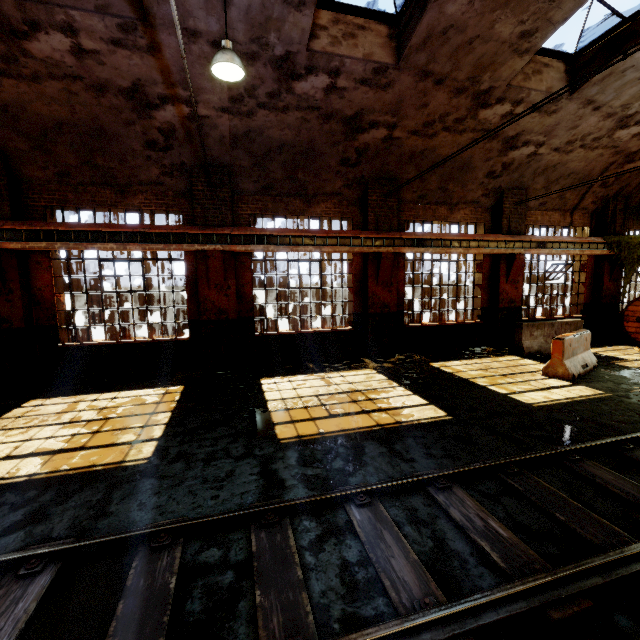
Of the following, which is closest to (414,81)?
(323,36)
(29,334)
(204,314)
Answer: (323,36)

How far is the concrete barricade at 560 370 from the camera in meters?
7.9

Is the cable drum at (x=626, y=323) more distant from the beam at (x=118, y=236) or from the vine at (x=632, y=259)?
the beam at (x=118, y=236)

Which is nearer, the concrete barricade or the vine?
the concrete barricade

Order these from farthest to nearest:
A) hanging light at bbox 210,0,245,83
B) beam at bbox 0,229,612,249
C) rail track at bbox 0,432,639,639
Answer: beam at bbox 0,229,612,249 → hanging light at bbox 210,0,245,83 → rail track at bbox 0,432,639,639

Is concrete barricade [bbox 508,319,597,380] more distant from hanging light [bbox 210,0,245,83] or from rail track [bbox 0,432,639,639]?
hanging light [bbox 210,0,245,83]

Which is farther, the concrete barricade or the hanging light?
the concrete barricade

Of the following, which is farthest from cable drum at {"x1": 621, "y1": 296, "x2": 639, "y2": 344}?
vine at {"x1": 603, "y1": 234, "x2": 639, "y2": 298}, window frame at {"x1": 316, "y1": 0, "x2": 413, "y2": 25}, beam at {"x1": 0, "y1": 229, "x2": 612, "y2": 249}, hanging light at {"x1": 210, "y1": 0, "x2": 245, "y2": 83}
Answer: hanging light at {"x1": 210, "y1": 0, "x2": 245, "y2": 83}
